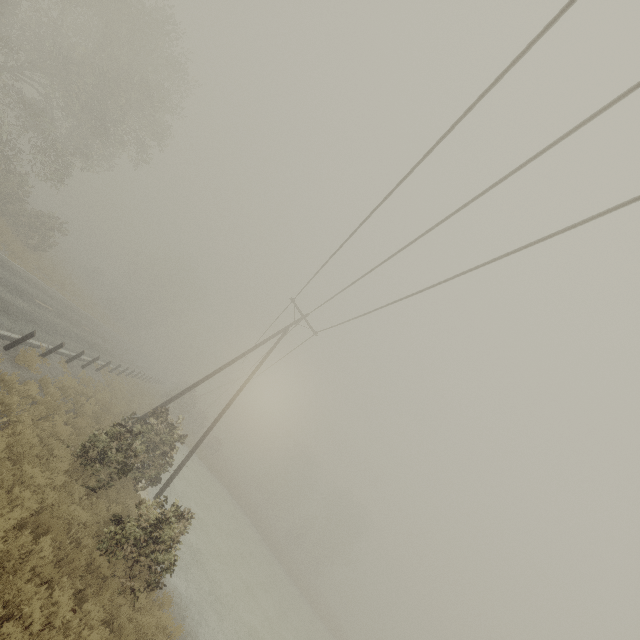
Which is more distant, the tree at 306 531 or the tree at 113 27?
the tree at 306 531

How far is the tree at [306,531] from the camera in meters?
50.0 m

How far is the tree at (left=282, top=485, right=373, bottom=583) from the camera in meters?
50.0

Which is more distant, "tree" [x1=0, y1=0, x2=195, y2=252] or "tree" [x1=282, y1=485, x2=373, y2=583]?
"tree" [x1=282, y1=485, x2=373, y2=583]

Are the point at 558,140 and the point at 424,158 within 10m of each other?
yes
